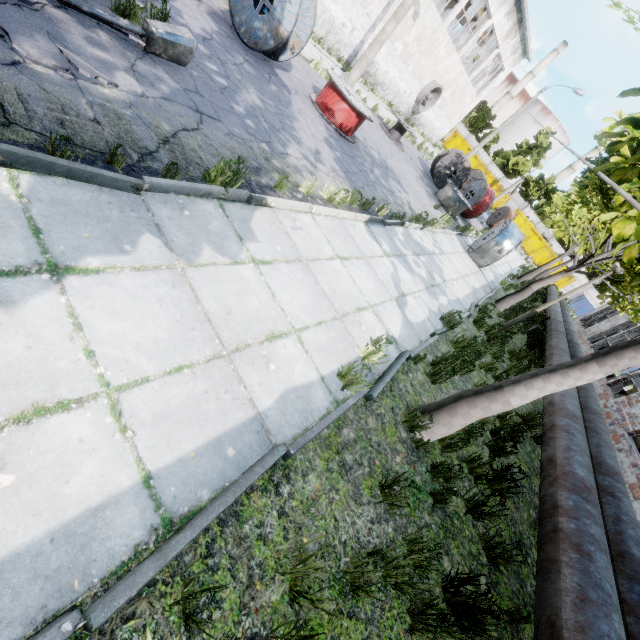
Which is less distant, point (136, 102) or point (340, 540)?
point (340, 540)

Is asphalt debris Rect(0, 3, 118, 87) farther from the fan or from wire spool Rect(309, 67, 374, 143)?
the fan

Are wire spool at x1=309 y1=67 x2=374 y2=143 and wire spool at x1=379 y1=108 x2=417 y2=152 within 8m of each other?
yes

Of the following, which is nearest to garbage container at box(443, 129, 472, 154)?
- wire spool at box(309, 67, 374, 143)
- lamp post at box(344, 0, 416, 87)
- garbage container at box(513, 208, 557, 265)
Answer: garbage container at box(513, 208, 557, 265)

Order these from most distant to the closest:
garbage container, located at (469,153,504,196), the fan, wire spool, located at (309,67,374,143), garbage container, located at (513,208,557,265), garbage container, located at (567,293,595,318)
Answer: garbage container, located at (469,153,504,196), garbage container, located at (513,208,557,265), garbage container, located at (567,293,595,318), the fan, wire spool, located at (309,67,374,143)

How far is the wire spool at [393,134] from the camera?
16.5m

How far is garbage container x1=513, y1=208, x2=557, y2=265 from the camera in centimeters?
4125cm

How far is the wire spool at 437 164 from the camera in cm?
1648
